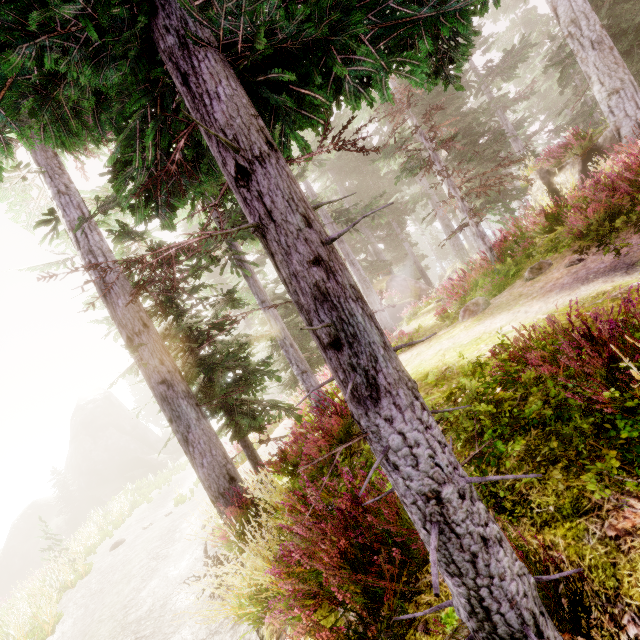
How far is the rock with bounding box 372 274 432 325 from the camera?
21.4m

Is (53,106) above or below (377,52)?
above

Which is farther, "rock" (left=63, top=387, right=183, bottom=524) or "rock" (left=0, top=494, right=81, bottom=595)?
"rock" (left=63, top=387, right=183, bottom=524)

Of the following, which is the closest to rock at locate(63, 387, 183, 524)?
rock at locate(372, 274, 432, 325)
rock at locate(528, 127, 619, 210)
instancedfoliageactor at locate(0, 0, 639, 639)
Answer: instancedfoliageactor at locate(0, 0, 639, 639)

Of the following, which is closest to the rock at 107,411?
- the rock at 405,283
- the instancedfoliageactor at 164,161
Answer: the instancedfoliageactor at 164,161

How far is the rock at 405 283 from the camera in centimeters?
2139cm

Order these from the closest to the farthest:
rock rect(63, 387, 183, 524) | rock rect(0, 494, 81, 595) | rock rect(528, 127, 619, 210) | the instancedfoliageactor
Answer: the instancedfoliageactor
rock rect(528, 127, 619, 210)
rock rect(0, 494, 81, 595)
rock rect(63, 387, 183, 524)
